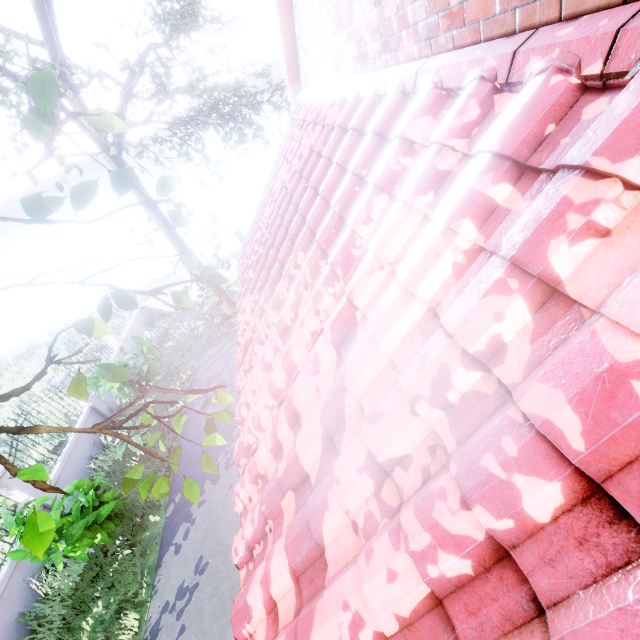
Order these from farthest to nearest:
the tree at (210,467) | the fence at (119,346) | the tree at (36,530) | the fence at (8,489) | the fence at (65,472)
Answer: the fence at (119,346), the fence at (65,472), the fence at (8,489), the tree at (210,467), the tree at (36,530)

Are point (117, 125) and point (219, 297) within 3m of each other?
no

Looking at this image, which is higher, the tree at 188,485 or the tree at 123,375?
the tree at 123,375

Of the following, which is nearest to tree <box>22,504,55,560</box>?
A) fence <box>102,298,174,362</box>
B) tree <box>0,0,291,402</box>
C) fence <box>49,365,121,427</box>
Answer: fence <box>49,365,121,427</box>

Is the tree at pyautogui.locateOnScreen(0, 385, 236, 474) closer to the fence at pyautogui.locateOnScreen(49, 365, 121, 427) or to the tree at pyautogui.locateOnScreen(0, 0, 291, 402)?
the fence at pyautogui.locateOnScreen(49, 365, 121, 427)

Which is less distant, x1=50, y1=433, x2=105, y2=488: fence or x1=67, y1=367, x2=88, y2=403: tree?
x1=67, y1=367, x2=88, y2=403: tree

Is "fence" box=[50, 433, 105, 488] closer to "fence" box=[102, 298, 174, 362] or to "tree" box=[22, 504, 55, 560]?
"tree" box=[22, 504, 55, 560]
